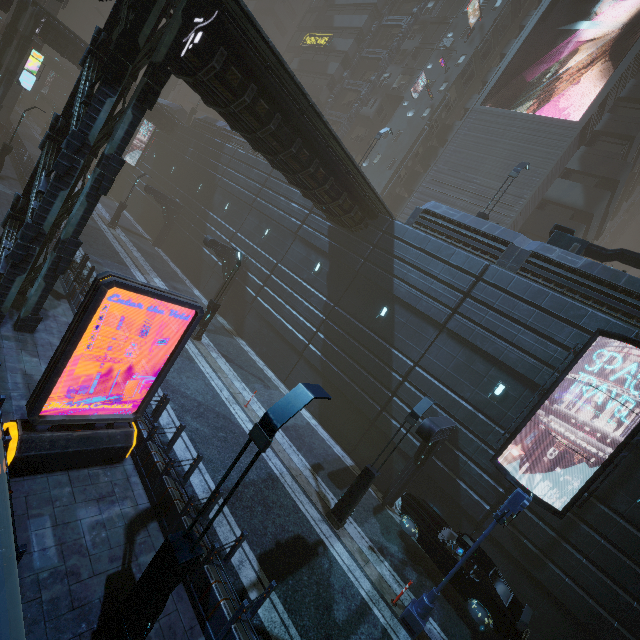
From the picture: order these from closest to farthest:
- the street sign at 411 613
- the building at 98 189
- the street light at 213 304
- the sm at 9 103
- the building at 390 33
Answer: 1. the street sign at 411 613
2. the building at 98 189
3. the street light at 213 304
4. the sm at 9 103
5. the building at 390 33

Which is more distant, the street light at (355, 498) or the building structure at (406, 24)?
the building structure at (406, 24)

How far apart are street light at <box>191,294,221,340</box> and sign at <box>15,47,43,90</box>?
28.2 meters

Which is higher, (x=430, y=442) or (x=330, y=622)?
(x=430, y=442)

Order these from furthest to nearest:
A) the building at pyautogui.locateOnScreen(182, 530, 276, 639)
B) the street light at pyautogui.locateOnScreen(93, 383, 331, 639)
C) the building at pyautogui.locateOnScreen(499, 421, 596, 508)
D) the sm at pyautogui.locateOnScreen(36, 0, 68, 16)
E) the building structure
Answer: the building structure → the sm at pyautogui.locateOnScreen(36, 0, 68, 16) → the building at pyautogui.locateOnScreen(499, 421, 596, 508) → the building at pyautogui.locateOnScreen(182, 530, 276, 639) → the street light at pyautogui.locateOnScreen(93, 383, 331, 639)

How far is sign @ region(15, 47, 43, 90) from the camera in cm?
2691

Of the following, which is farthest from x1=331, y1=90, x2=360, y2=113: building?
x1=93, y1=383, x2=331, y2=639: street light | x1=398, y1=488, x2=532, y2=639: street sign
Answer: x1=398, y1=488, x2=532, y2=639: street sign

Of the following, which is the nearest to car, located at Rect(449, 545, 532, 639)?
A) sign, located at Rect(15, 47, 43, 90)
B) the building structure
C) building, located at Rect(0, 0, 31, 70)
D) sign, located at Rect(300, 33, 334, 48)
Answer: building, located at Rect(0, 0, 31, 70)
